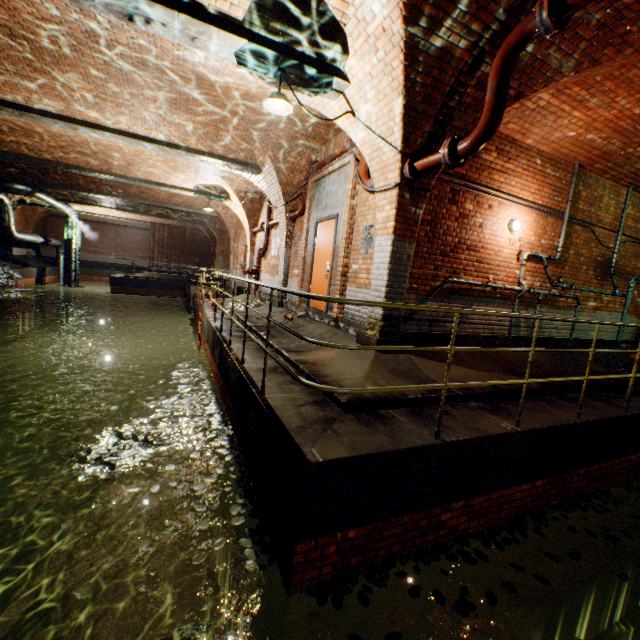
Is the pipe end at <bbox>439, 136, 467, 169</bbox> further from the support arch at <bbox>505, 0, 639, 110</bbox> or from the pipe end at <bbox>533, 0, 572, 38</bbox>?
the pipe end at <bbox>533, 0, 572, 38</bbox>

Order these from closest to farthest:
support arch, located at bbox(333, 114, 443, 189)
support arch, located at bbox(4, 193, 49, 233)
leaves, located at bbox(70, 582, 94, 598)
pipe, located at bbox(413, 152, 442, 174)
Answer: leaves, located at bbox(70, 582, 94, 598), pipe, located at bbox(413, 152, 442, 174), support arch, located at bbox(333, 114, 443, 189), support arch, located at bbox(4, 193, 49, 233)

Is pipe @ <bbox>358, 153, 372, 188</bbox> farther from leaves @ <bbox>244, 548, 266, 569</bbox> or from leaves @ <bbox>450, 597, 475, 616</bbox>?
leaves @ <bbox>450, 597, 475, 616</bbox>

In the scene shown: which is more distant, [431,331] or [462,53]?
[431,331]

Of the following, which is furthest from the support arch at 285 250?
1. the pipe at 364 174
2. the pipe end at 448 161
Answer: the pipe end at 448 161

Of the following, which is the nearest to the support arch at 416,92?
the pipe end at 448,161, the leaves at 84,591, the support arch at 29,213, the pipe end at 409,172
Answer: the pipe end at 409,172

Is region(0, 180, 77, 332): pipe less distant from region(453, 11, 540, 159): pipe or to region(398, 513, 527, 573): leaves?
region(453, 11, 540, 159): pipe

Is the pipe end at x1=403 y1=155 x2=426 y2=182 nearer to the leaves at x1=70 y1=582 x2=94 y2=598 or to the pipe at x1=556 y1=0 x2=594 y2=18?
the pipe at x1=556 y1=0 x2=594 y2=18
